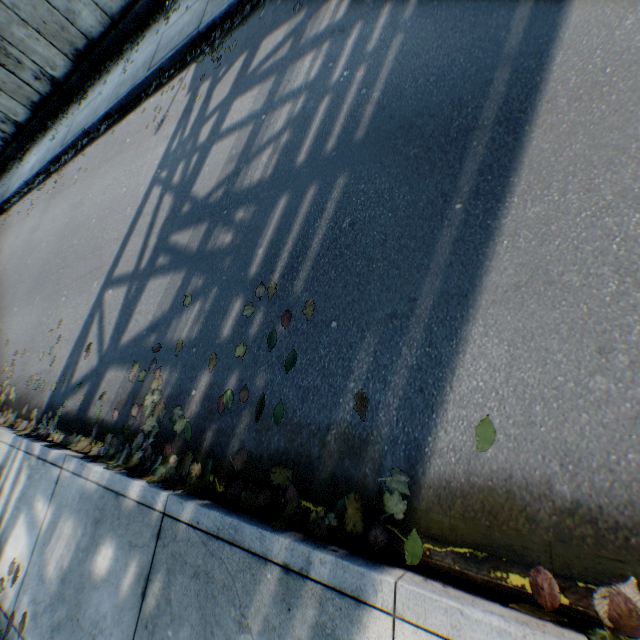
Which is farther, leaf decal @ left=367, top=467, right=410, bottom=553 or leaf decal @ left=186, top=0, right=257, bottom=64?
leaf decal @ left=186, top=0, right=257, bottom=64

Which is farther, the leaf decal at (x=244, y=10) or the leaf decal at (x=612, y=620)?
the leaf decal at (x=244, y=10)

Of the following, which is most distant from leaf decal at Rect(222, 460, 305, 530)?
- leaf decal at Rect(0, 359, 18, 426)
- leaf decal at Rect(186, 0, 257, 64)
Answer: leaf decal at Rect(186, 0, 257, 64)

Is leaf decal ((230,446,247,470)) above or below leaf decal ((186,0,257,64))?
below

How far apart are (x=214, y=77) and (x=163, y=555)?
6.72m

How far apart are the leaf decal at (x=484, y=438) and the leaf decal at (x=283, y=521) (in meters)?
0.44

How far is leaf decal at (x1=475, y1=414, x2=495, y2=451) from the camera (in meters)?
1.67

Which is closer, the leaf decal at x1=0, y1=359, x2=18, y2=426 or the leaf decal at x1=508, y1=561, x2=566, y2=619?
the leaf decal at x1=508, y1=561, x2=566, y2=619
